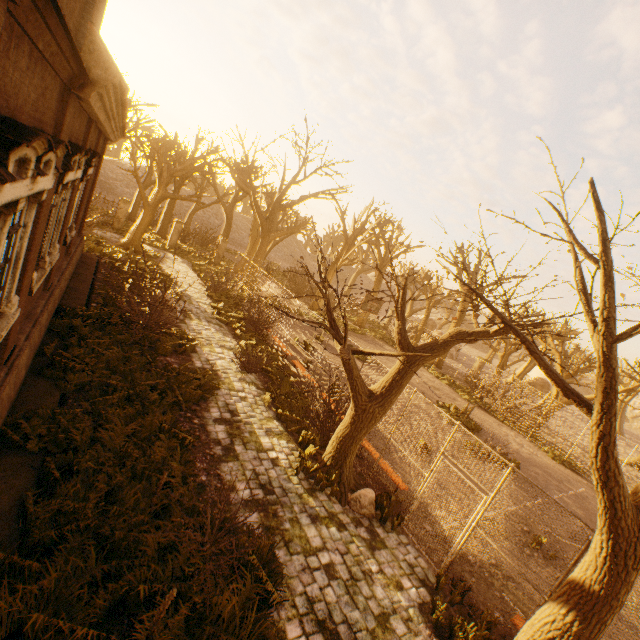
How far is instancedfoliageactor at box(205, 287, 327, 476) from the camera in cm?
884

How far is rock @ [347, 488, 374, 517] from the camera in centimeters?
747cm

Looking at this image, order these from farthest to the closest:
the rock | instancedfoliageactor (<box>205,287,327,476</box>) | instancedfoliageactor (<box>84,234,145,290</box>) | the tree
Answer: instancedfoliageactor (<box>84,234,145,290</box>), instancedfoliageactor (<box>205,287,327,476</box>), the rock, the tree

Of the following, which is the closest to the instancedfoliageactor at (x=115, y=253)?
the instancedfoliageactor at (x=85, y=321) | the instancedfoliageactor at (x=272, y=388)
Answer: the instancedfoliageactor at (x=85, y=321)

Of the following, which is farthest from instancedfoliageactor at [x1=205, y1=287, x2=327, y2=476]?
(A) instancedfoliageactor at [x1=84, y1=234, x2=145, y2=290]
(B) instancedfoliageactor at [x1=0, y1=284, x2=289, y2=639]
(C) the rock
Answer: (A) instancedfoliageactor at [x1=84, y1=234, x2=145, y2=290]

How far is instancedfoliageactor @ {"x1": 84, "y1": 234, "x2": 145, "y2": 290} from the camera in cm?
1540

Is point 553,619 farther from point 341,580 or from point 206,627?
point 206,627

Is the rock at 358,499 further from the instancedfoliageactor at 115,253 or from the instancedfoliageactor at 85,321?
the instancedfoliageactor at 115,253
